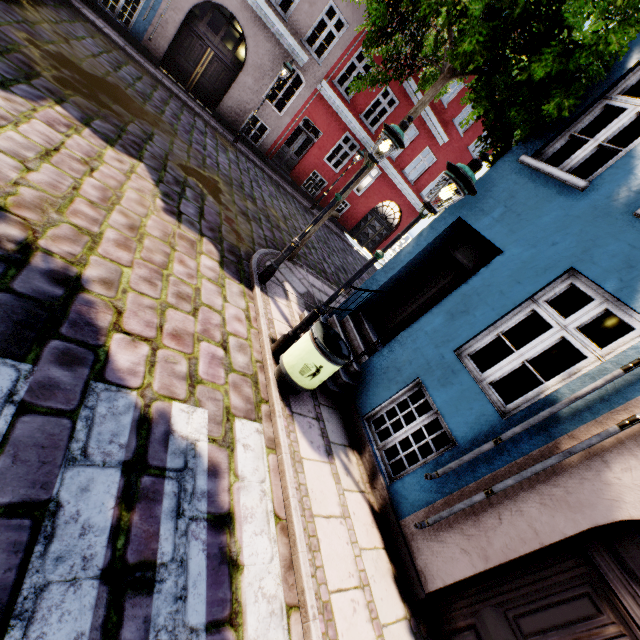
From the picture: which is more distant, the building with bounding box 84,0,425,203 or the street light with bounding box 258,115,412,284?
the building with bounding box 84,0,425,203

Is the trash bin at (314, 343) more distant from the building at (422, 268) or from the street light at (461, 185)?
the building at (422, 268)

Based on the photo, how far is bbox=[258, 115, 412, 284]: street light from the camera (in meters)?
5.15

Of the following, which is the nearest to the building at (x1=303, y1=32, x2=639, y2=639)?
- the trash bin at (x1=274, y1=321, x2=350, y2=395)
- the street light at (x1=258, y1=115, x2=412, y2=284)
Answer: the trash bin at (x1=274, y1=321, x2=350, y2=395)

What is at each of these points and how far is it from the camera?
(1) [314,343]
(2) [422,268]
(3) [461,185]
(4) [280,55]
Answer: (1) trash bin, 4.3m
(2) building, 6.2m
(3) street light, 3.7m
(4) building, 13.6m

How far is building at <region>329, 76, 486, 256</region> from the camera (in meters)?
16.86

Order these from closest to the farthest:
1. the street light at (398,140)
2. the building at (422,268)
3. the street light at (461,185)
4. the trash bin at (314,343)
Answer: the building at (422,268)
the street light at (461,185)
the trash bin at (314,343)
the street light at (398,140)
